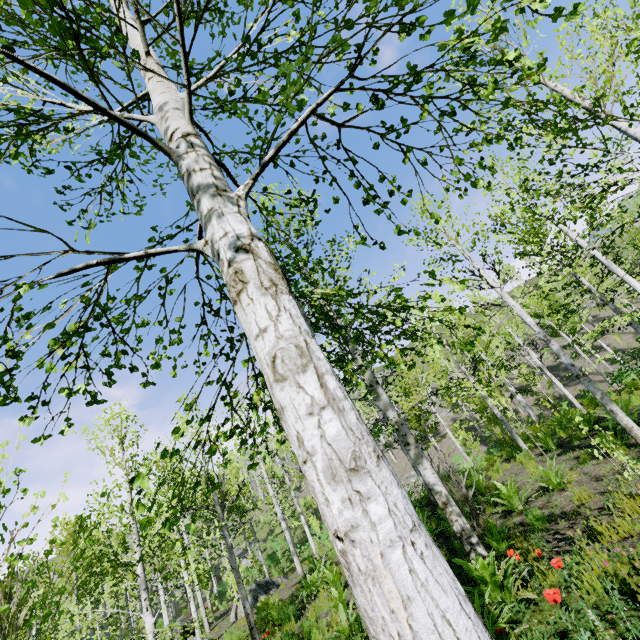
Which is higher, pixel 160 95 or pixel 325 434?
pixel 160 95
